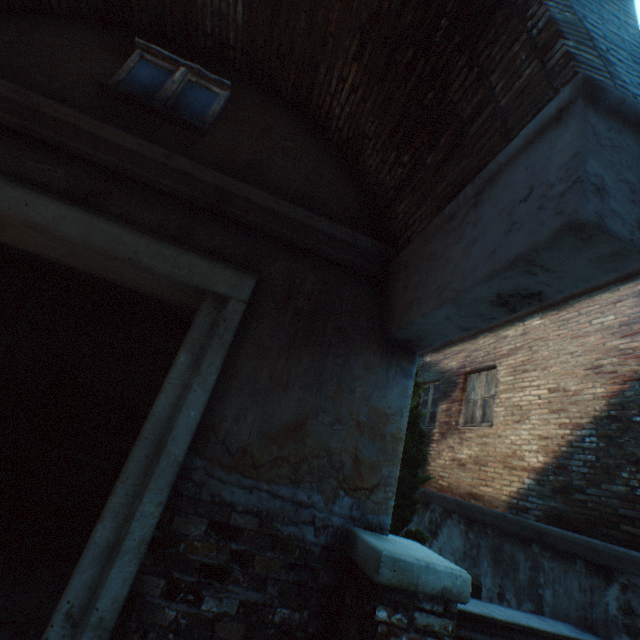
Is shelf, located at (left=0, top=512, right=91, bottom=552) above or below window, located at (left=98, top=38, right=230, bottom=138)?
below

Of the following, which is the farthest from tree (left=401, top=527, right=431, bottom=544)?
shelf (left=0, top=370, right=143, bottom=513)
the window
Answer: the window

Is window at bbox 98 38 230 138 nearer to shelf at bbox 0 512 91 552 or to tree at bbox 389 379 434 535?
shelf at bbox 0 512 91 552

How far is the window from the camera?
3.1 meters

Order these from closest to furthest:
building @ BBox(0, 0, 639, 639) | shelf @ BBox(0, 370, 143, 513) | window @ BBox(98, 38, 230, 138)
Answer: building @ BBox(0, 0, 639, 639), window @ BBox(98, 38, 230, 138), shelf @ BBox(0, 370, 143, 513)

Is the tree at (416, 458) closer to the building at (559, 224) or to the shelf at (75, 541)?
the shelf at (75, 541)

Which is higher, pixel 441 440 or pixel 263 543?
pixel 441 440

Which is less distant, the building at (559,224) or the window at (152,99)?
the building at (559,224)
